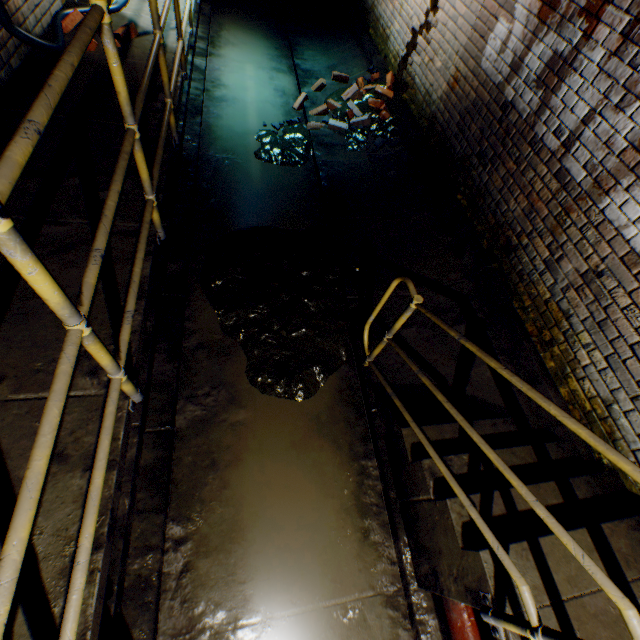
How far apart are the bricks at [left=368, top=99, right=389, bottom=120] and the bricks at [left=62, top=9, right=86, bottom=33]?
2.4m

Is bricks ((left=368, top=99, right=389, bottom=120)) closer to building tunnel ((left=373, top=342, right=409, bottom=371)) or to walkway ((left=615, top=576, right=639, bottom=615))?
building tunnel ((left=373, top=342, right=409, bottom=371))

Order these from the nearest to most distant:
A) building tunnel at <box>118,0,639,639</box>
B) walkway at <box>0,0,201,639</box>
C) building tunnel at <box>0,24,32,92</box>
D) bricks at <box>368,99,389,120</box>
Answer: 1. walkway at <box>0,0,201,639</box>
2. building tunnel at <box>118,0,639,639</box>
3. building tunnel at <box>0,24,32,92</box>
4. bricks at <box>368,99,389,120</box>

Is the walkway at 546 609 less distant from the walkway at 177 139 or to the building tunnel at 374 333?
the building tunnel at 374 333

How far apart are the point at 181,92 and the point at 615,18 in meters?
3.8

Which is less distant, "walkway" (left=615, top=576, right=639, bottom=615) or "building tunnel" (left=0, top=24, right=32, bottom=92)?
"walkway" (left=615, top=576, right=639, bottom=615)

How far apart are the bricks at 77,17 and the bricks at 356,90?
2.4m
